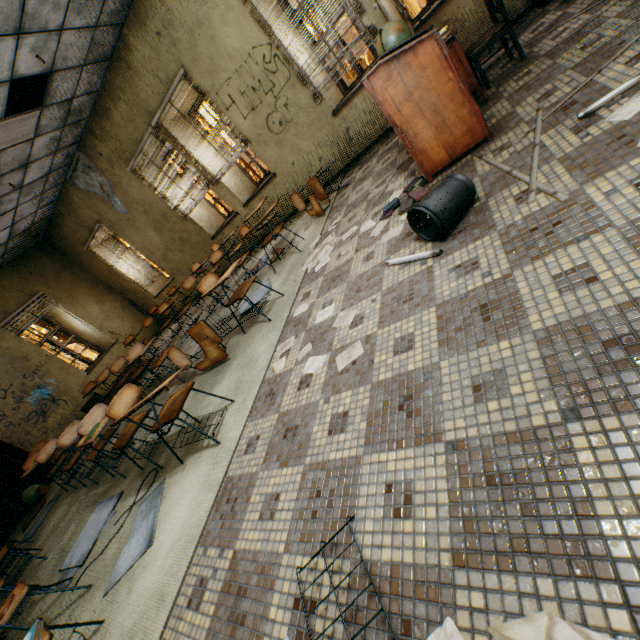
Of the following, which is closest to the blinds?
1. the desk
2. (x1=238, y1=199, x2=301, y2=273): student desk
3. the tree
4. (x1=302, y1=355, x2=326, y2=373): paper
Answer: the desk

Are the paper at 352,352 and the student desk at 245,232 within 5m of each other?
yes

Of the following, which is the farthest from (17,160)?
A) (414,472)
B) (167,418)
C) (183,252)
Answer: (414,472)

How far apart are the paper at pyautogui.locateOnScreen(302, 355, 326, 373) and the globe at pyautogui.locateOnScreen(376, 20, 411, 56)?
3.0m

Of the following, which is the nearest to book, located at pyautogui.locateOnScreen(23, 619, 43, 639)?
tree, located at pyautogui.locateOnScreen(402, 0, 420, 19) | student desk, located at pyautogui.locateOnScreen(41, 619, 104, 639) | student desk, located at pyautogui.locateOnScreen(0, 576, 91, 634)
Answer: student desk, located at pyautogui.locateOnScreen(41, 619, 104, 639)

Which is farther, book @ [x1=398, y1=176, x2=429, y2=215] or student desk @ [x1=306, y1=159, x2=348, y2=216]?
student desk @ [x1=306, y1=159, x2=348, y2=216]

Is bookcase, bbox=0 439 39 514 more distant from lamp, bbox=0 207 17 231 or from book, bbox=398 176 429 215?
book, bbox=398 176 429 215

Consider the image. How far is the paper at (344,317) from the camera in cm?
236
